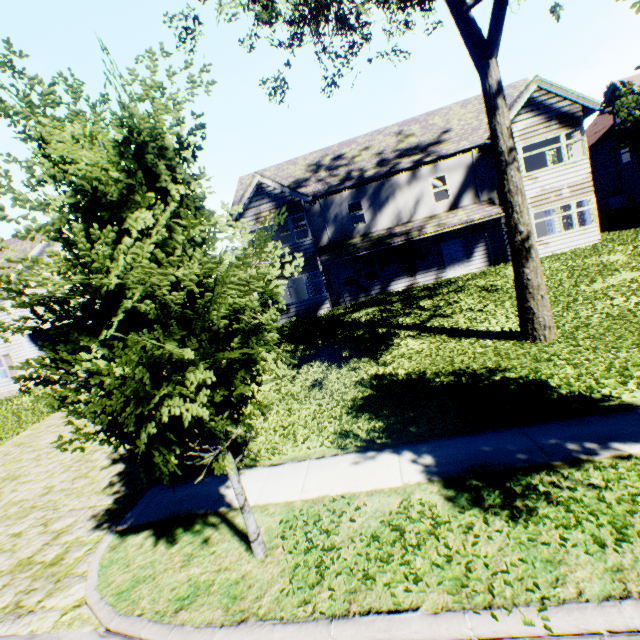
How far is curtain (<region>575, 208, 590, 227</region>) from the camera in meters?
17.1 m

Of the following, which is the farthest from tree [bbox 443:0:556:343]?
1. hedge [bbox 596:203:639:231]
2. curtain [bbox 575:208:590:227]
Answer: hedge [bbox 596:203:639:231]

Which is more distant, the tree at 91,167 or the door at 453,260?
the door at 453,260

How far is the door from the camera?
19.2m

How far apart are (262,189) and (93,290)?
17.89m

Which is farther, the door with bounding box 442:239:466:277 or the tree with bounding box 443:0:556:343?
the door with bounding box 442:239:466:277

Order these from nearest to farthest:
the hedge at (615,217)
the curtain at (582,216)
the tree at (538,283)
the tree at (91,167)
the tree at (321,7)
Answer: the tree at (91,167) < the tree at (538,283) < the tree at (321,7) < the curtain at (582,216) < the hedge at (615,217)

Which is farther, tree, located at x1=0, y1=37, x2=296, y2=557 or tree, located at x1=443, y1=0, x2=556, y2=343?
tree, located at x1=443, y1=0, x2=556, y2=343
